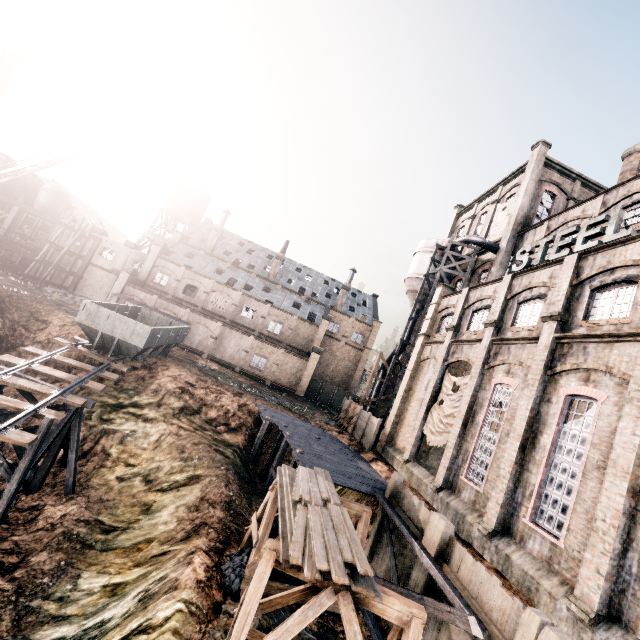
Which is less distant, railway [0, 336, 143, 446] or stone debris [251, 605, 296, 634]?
stone debris [251, 605, 296, 634]

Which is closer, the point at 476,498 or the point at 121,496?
the point at 476,498

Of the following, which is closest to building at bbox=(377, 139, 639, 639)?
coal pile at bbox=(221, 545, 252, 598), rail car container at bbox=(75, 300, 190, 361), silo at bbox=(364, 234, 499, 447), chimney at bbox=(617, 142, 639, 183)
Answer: silo at bbox=(364, 234, 499, 447)

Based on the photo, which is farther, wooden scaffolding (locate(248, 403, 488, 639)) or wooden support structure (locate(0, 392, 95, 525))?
wooden support structure (locate(0, 392, 95, 525))

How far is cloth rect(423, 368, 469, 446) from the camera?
20.66m

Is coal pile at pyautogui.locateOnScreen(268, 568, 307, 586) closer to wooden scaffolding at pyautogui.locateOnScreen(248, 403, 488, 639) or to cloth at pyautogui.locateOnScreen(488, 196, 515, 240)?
wooden scaffolding at pyautogui.locateOnScreen(248, 403, 488, 639)

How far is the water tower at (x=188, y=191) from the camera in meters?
58.1

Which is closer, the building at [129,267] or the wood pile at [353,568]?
the wood pile at [353,568]
